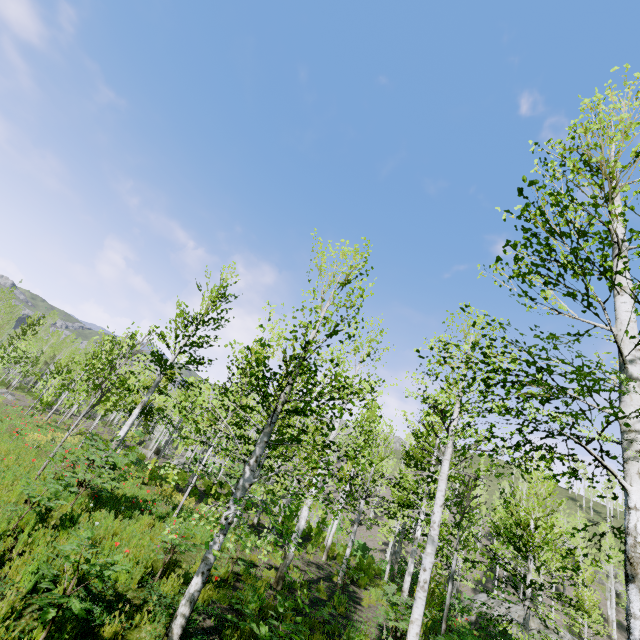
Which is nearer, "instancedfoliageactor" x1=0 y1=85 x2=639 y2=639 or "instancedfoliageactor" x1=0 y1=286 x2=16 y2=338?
"instancedfoliageactor" x1=0 y1=85 x2=639 y2=639

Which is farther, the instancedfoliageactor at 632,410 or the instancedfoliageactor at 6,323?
the instancedfoliageactor at 6,323

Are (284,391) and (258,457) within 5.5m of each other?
yes
